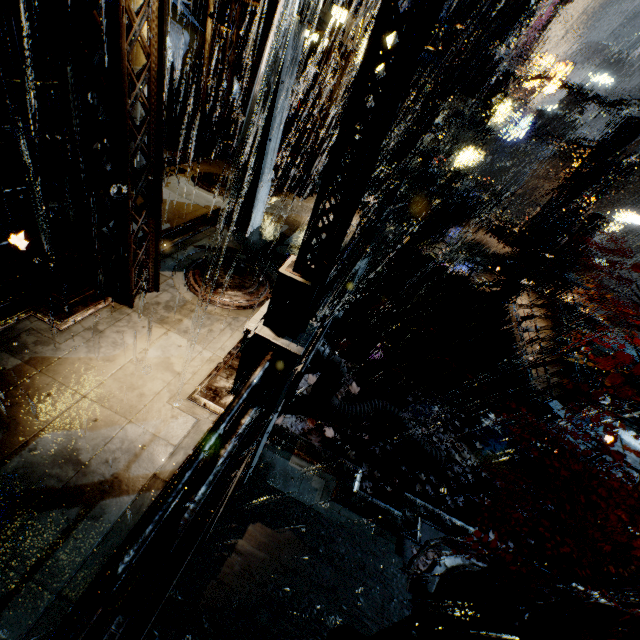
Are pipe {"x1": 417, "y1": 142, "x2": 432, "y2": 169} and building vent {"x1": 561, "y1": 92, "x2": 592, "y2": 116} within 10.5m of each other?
A: no

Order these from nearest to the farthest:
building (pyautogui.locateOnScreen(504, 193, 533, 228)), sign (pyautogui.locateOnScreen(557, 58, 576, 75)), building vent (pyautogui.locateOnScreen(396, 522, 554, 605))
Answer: building vent (pyautogui.locateOnScreen(396, 522, 554, 605))
building (pyautogui.locateOnScreen(504, 193, 533, 228))
sign (pyautogui.locateOnScreen(557, 58, 576, 75))

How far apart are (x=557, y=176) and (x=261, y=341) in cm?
5605

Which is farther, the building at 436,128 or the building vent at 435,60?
the building at 436,128

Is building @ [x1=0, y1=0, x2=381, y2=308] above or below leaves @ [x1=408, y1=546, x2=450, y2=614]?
above

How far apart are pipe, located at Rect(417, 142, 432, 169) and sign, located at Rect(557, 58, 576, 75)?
24.8m

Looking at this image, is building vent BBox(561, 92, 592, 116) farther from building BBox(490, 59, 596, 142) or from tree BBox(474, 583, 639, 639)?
tree BBox(474, 583, 639, 639)

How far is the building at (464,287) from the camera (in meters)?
17.03
